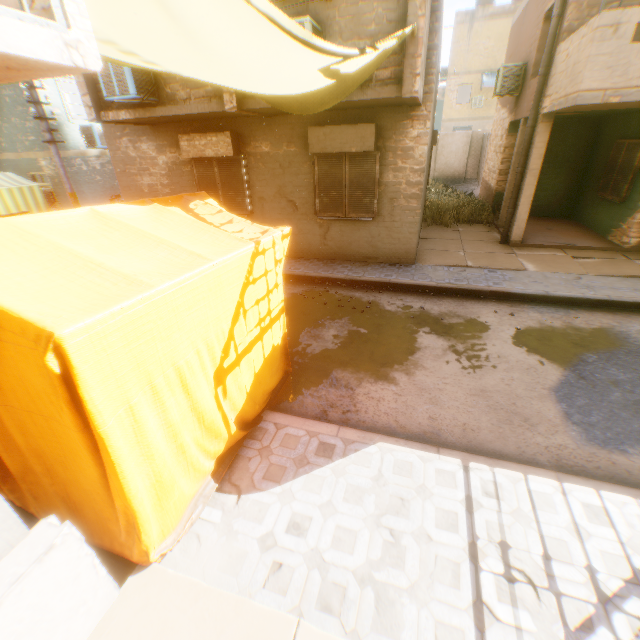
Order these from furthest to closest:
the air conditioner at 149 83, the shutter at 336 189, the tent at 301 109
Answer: the shutter at 336 189
the air conditioner at 149 83
the tent at 301 109

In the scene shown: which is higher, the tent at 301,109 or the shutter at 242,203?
the tent at 301,109

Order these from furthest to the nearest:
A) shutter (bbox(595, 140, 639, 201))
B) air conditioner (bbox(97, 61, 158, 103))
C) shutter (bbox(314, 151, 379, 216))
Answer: shutter (bbox(595, 140, 639, 201)) → shutter (bbox(314, 151, 379, 216)) → air conditioner (bbox(97, 61, 158, 103))

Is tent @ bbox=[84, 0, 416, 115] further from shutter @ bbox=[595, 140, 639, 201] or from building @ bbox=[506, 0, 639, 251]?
shutter @ bbox=[595, 140, 639, 201]

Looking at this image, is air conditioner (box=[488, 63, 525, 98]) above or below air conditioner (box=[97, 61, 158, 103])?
above

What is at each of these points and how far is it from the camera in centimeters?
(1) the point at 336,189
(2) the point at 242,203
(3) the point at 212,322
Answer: (1) shutter, 842cm
(2) shutter, 939cm
(3) tent, 286cm

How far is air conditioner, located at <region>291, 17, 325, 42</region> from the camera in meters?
5.2

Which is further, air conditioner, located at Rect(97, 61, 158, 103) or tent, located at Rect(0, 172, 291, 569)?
air conditioner, located at Rect(97, 61, 158, 103)
